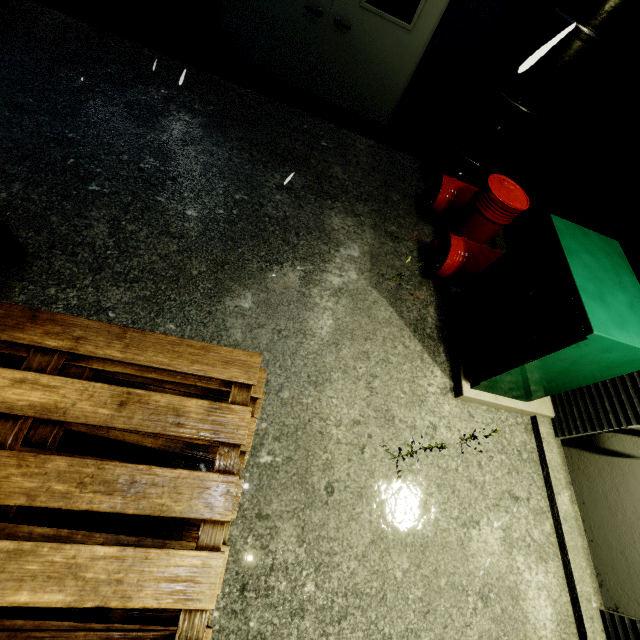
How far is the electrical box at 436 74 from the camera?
4.67m

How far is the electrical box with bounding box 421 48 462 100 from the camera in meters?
4.7 m

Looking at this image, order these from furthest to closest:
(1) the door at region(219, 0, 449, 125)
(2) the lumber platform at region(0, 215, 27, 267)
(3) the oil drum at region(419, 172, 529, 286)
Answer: (1) the door at region(219, 0, 449, 125) → (3) the oil drum at region(419, 172, 529, 286) → (2) the lumber platform at region(0, 215, 27, 267)

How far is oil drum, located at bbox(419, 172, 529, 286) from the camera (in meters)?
4.00

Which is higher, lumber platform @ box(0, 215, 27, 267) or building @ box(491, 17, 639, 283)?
building @ box(491, 17, 639, 283)

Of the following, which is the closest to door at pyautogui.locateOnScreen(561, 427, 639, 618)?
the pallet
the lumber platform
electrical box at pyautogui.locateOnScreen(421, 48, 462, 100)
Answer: the pallet

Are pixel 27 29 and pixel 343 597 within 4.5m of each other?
no

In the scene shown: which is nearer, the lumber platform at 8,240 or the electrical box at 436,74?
the lumber platform at 8,240
